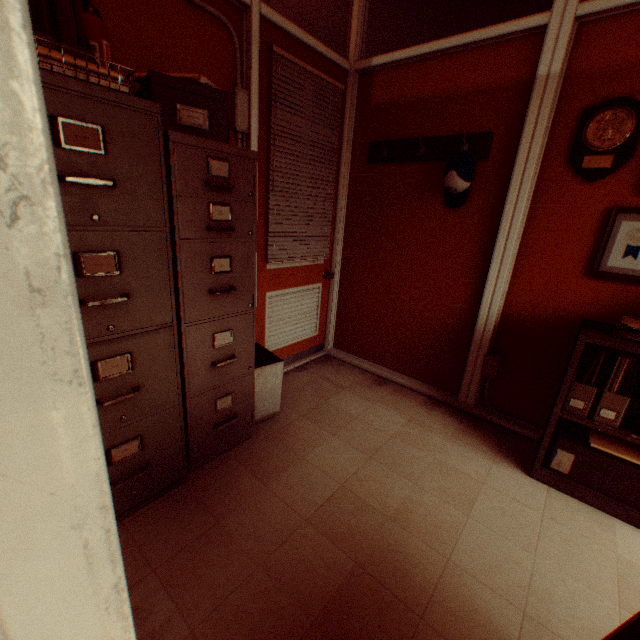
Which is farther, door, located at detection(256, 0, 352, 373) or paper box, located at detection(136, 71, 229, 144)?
door, located at detection(256, 0, 352, 373)

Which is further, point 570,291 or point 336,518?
point 570,291

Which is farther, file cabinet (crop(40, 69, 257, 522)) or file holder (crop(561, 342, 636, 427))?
file holder (crop(561, 342, 636, 427))

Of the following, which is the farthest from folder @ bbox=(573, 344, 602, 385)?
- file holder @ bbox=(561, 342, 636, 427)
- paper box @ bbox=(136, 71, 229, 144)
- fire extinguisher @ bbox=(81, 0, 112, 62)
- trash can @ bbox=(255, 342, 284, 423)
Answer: fire extinguisher @ bbox=(81, 0, 112, 62)

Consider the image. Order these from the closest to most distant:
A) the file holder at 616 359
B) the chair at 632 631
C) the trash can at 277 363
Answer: the chair at 632 631 < the file holder at 616 359 < the trash can at 277 363

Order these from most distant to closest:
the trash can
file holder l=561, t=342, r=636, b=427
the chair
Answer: the trash can < file holder l=561, t=342, r=636, b=427 < the chair

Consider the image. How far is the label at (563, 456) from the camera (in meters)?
2.05

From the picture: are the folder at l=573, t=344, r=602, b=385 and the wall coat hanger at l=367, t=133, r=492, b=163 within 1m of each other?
no
